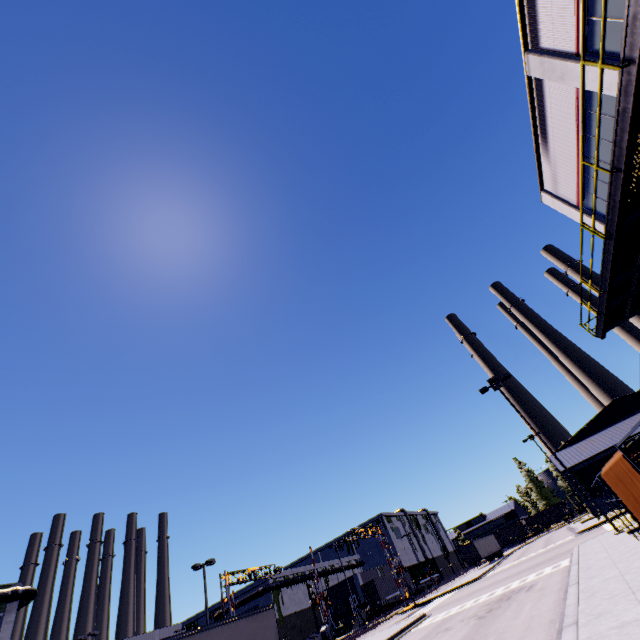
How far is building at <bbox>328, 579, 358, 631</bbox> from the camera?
49.6 meters

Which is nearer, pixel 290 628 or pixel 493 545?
pixel 290 628

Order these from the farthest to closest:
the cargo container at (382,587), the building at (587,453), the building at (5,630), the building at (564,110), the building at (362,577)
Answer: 1. the building at (362,577)
2. the cargo container at (382,587)
3. the building at (587,453)
4. the building at (5,630)
5. the building at (564,110)

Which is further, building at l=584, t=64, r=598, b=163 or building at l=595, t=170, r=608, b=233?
building at l=595, t=170, r=608, b=233

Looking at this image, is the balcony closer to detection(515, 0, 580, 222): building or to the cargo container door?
detection(515, 0, 580, 222): building

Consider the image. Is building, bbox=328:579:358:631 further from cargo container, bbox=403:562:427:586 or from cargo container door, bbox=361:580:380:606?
cargo container door, bbox=361:580:380:606

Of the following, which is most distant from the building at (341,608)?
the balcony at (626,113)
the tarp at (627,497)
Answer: the tarp at (627,497)

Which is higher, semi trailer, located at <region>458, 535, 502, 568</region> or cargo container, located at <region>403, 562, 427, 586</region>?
cargo container, located at <region>403, 562, 427, 586</region>
